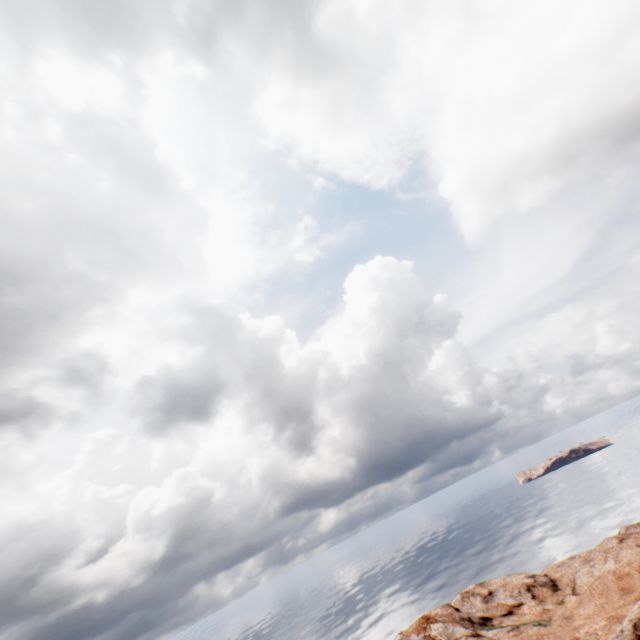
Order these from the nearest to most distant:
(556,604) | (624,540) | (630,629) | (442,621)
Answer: (630,629) → (442,621) → (556,604) → (624,540)
